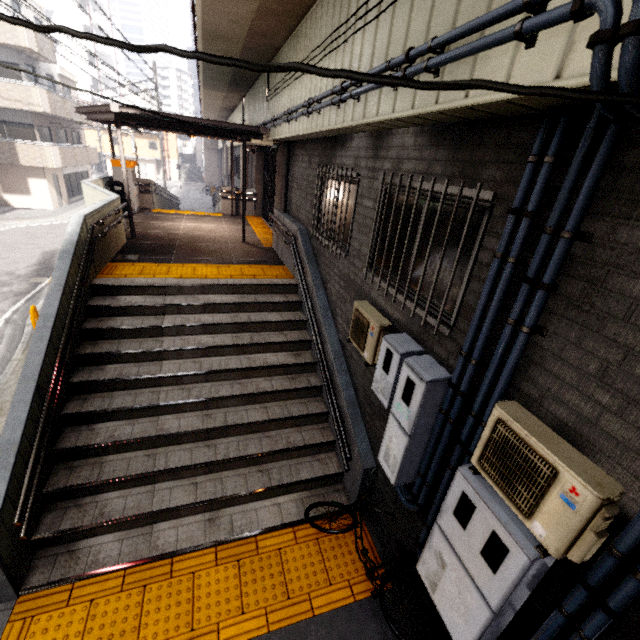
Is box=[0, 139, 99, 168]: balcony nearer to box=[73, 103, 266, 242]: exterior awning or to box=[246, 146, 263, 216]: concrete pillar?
box=[73, 103, 266, 242]: exterior awning

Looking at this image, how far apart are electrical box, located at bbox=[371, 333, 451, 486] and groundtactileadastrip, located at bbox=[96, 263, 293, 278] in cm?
436

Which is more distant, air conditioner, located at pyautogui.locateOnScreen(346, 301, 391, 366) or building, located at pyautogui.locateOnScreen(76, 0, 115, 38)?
building, located at pyautogui.locateOnScreen(76, 0, 115, 38)

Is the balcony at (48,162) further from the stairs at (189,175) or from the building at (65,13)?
the building at (65,13)

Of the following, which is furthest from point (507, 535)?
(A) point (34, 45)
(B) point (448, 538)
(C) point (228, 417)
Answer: (A) point (34, 45)

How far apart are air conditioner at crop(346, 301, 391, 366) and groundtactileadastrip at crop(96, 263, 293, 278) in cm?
341

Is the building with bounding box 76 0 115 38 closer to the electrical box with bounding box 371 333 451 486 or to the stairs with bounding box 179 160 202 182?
the stairs with bounding box 179 160 202 182

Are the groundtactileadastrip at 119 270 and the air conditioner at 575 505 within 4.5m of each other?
no
